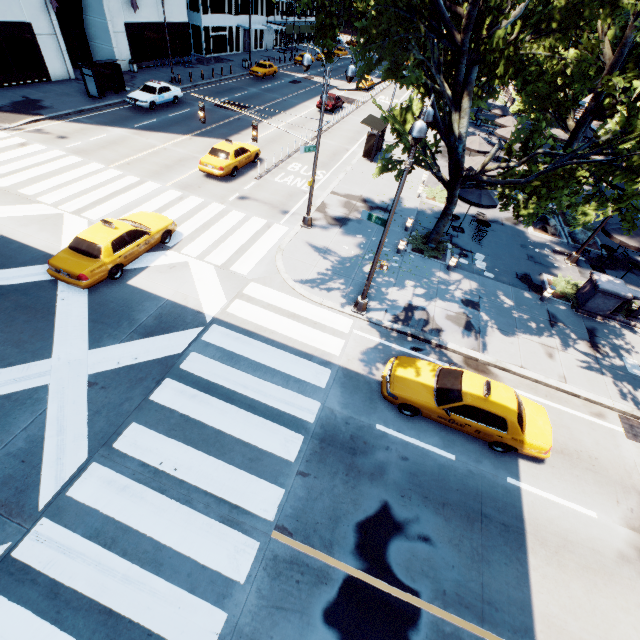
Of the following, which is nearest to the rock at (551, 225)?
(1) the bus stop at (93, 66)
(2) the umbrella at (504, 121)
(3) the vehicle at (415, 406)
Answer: A: (1) the bus stop at (93, 66)

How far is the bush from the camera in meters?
16.2

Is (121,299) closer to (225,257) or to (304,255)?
(225,257)

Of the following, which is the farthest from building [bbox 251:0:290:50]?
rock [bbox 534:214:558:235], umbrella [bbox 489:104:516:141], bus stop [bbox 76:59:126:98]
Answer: rock [bbox 534:214:558:235]

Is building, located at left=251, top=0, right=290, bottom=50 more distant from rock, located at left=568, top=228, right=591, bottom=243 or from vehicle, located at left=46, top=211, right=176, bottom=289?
rock, located at left=568, top=228, right=591, bottom=243

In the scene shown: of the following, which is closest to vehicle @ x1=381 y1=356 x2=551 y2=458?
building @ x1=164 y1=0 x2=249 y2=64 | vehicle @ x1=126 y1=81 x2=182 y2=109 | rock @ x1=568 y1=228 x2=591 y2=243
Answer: rock @ x1=568 y1=228 x2=591 y2=243

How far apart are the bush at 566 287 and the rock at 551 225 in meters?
5.8 m

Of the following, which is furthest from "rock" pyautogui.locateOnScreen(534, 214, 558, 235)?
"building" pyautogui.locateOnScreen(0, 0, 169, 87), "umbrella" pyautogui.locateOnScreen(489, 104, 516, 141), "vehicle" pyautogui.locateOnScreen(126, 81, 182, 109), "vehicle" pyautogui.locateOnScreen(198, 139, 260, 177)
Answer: "building" pyautogui.locateOnScreen(0, 0, 169, 87)
